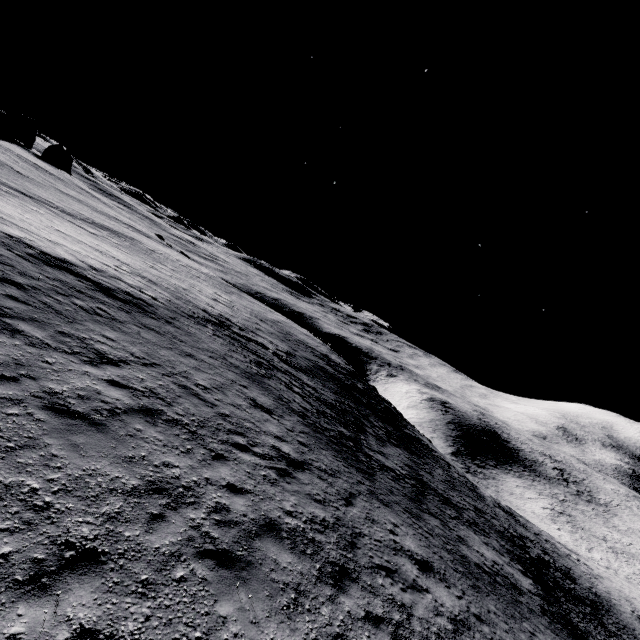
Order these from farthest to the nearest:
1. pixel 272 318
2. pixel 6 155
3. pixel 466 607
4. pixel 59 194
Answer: pixel 6 155
pixel 59 194
pixel 272 318
pixel 466 607
